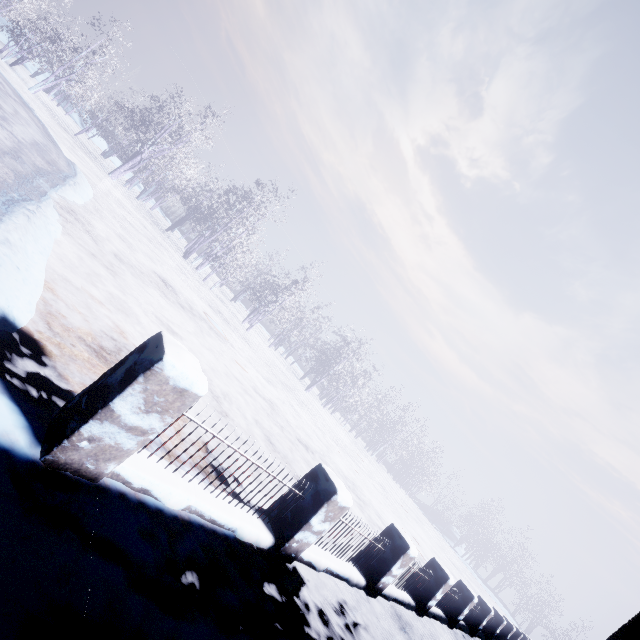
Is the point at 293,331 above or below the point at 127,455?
above
